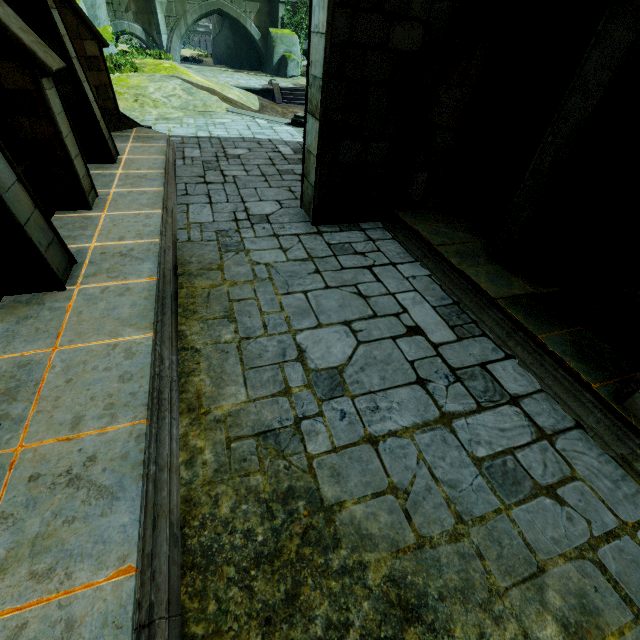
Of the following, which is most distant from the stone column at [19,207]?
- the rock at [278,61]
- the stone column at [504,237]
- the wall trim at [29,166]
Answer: the rock at [278,61]

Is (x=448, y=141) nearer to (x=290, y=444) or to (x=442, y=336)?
(x=442, y=336)

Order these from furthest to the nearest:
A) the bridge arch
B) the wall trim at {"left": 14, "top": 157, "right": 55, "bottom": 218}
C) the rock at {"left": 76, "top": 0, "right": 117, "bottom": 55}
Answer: the bridge arch → the rock at {"left": 76, "top": 0, "right": 117, "bottom": 55} → the wall trim at {"left": 14, "top": 157, "right": 55, "bottom": 218}

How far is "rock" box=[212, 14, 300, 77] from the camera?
26.8m

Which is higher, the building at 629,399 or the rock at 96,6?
the rock at 96,6

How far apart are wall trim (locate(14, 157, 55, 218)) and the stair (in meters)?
21.51

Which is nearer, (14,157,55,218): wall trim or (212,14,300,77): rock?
(14,157,55,218): wall trim

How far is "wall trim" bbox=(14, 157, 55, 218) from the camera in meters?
4.7
